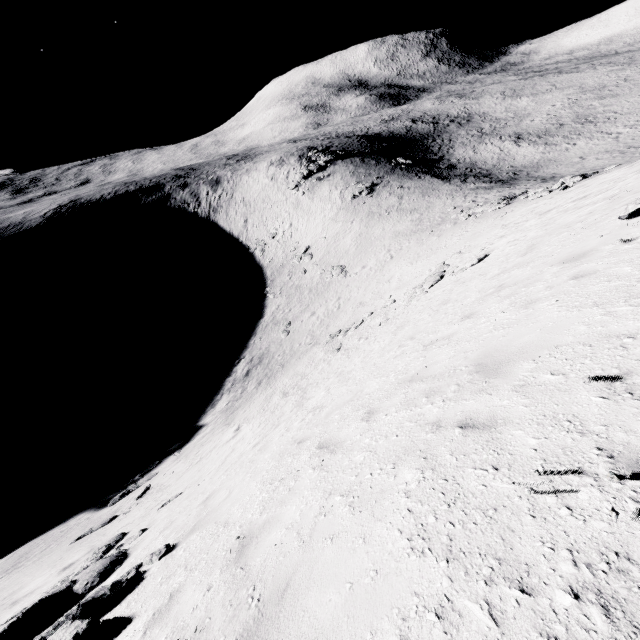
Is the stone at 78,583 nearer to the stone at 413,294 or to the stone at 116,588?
the stone at 116,588

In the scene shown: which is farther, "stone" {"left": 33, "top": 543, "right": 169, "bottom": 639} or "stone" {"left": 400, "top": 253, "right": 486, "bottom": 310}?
"stone" {"left": 400, "top": 253, "right": 486, "bottom": 310}

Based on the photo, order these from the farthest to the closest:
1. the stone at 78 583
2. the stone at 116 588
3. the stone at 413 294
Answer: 1. the stone at 413 294
2. the stone at 78 583
3. the stone at 116 588

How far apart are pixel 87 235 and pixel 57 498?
54.86m

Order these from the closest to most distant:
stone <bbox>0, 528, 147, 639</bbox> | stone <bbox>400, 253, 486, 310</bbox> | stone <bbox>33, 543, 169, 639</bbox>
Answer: stone <bbox>33, 543, 169, 639</bbox> → stone <bbox>0, 528, 147, 639</bbox> → stone <bbox>400, 253, 486, 310</bbox>

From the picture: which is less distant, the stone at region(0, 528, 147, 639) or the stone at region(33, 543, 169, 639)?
the stone at region(33, 543, 169, 639)

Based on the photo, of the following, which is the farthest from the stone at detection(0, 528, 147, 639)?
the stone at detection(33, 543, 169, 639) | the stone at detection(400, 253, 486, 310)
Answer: the stone at detection(400, 253, 486, 310)
